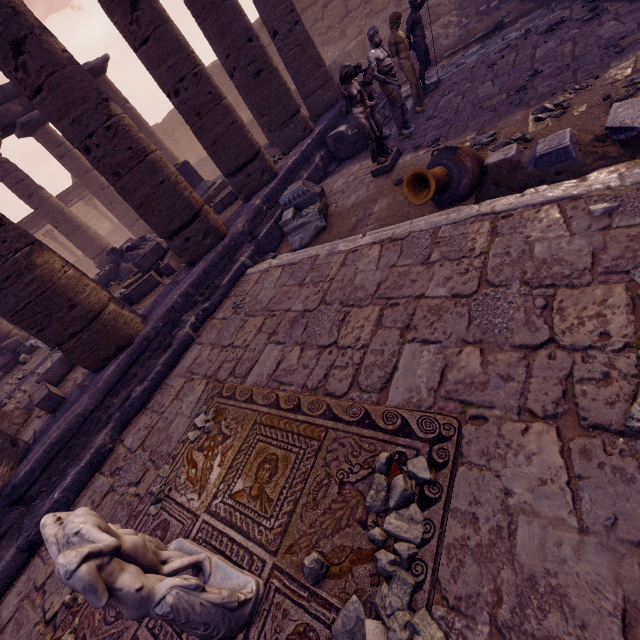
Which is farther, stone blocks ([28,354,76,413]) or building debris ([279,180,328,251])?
building debris ([279,180,328,251])

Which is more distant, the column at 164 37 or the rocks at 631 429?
the column at 164 37

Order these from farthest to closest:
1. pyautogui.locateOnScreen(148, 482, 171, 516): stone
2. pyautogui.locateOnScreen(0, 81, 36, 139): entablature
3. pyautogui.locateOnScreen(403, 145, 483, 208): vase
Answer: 1. pyautogui.locateOnScreen(0, 81, 36, 139): entablature
2. pyautogui.locateOnScreen(403, 145, 483, 208): vase
3. pyautogui.locateOnScreen(148, 482, 171, 516): stone

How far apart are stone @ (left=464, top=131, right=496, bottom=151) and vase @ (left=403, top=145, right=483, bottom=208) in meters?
0.6 m

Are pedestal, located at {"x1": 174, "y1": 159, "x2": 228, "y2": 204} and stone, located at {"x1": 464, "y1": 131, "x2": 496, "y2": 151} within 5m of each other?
no

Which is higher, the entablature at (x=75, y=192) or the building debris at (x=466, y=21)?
the entablature at (x=75, y=192)

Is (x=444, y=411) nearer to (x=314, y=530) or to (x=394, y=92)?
(x=314, y=530)

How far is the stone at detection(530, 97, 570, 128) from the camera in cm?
415
